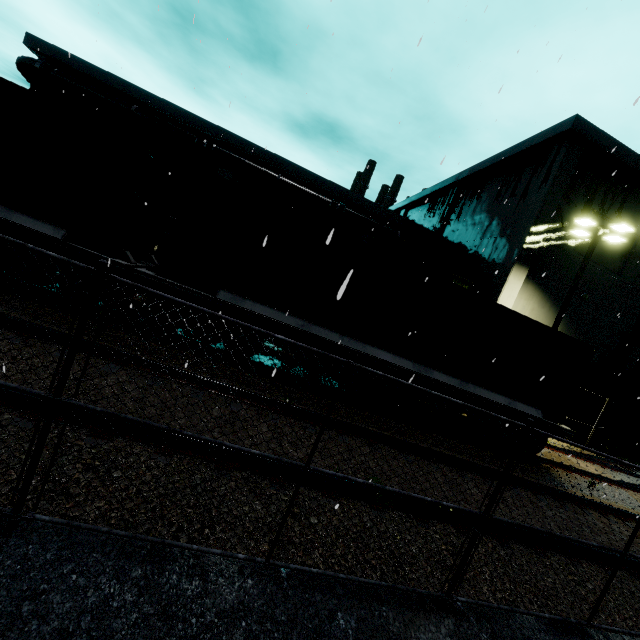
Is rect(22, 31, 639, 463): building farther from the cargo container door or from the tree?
the cargo container door

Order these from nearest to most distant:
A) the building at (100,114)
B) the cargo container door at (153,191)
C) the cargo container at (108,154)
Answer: the cargo container at (108,154) → the cargo container door at (153,191) → the building at (100,114)

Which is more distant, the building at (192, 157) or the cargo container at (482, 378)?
the building at (192, 157)

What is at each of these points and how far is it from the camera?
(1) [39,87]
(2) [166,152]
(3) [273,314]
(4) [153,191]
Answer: (1) tree, 20.6m
(2) building, 22.9m
(3) flatcar, 7.9m
(4) cargo container door, 8.1m

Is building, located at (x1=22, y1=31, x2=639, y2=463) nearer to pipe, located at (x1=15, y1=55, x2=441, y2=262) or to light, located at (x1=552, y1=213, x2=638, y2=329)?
pipe, located at (x1=15, y1=55, x2=441, y2=262)

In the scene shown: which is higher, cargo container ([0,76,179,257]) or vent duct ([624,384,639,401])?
vent duct ([624,384,639,401])

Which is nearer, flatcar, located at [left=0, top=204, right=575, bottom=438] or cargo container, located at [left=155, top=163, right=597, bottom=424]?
flatcar, located at [left=0, top=204, right=575, bottom=438]

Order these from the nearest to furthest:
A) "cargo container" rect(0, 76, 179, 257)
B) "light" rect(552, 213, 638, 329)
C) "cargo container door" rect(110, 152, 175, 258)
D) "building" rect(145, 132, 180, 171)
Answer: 1. "cargo container" rect(0, 76, 179, 257)
2. "cargo container door" rect(110, 152, 175, 258)
3. "light" rect(552, 213, 638, 329)
4. "building" rect(145, 132, 180, 171)
